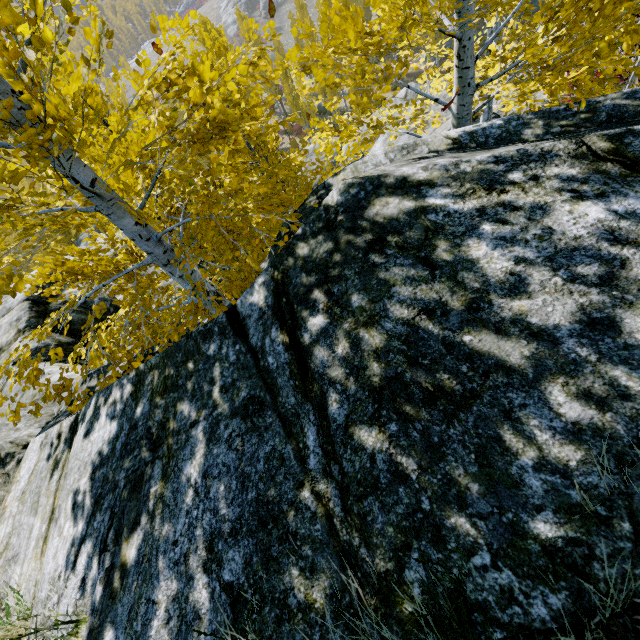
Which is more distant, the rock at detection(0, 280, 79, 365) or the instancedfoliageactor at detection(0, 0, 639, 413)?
the rock at detection(0, 280, 79, 365)

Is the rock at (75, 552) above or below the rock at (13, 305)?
above

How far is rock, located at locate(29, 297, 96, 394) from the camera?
5.09m

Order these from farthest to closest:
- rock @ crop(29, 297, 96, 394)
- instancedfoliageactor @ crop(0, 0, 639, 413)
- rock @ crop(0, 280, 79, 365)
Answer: rock @ crop(0, 280, 79, 365) < rock @ crop(29, 297, 96, 394) < instancedfoliageactor @ crop(0, 0, 639, 413)

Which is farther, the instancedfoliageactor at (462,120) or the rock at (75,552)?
the instancedfoliageactor at (462,120)

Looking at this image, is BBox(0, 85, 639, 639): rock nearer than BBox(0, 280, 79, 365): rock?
Yes

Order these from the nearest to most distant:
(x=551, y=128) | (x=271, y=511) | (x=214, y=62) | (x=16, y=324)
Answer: (x=271, y=511) < (x=551, y=128) < (x=16, y=324) < (x=214, y=62)
